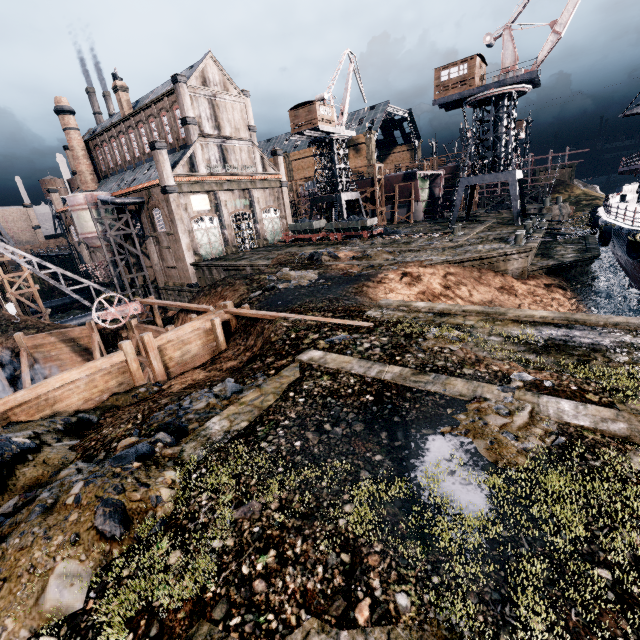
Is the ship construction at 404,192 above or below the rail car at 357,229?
above

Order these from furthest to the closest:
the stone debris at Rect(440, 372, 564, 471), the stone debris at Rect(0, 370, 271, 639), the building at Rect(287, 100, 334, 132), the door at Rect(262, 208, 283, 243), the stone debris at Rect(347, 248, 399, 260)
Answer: the door at Rect(262, 208, 283, 243) → the building at Rect(287, 100, 334, 132) → the stone debris at Rect(347, 248, 399, 260) → the stone debris at Rect(440, 372, 564, 471) → the stone debris at Rect(0, 370, 271, 639)

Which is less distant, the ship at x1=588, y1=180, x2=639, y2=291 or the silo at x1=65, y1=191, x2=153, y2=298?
the ship at x1=588, y1=180, x2=639, y2=291

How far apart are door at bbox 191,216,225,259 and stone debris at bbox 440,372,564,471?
39.1 meters

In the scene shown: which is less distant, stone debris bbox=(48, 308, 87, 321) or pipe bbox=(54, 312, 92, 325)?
pipe bbox=(54, 312, 92, 325)

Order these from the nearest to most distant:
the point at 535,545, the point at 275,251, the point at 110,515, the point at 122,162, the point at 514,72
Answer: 1. the point at 535,545
2. the point at 110,515
3. the point at 514,72
4. the point at 275,251
5. the point at 122,162

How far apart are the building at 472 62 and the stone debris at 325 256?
23.26m

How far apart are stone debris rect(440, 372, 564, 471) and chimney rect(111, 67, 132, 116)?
57.4 meters
